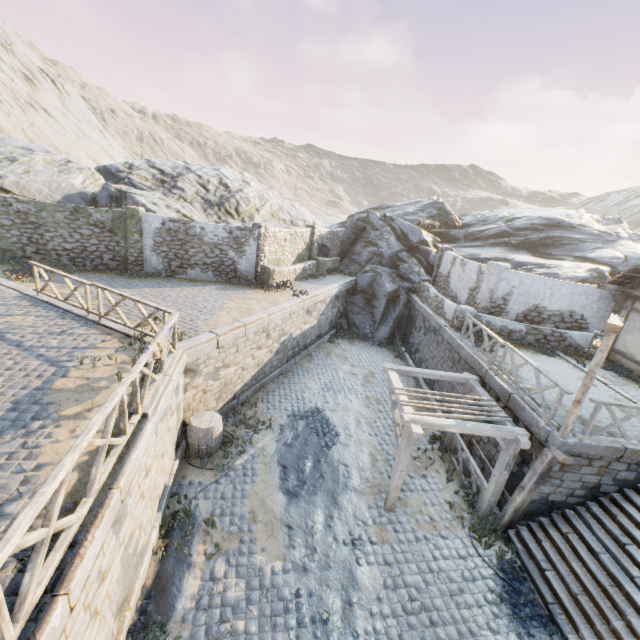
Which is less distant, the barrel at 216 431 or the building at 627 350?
the barrel at 216 431

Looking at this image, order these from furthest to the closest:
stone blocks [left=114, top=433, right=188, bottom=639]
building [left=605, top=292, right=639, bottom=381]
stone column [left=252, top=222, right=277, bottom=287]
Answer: A:
1. stone column [left=252, top=222, right=277, bottom=287]
2. building [left=605, top=292, right=639, bottom=381]
3. stone blocks [left=114, top=433, right=188, bottom=639]

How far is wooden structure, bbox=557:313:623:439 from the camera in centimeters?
686cm

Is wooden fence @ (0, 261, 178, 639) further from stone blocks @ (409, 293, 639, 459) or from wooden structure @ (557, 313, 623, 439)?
wooden structure @ (557, 313, 623, 439)

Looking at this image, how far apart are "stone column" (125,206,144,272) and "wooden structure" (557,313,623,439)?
17.7 meters

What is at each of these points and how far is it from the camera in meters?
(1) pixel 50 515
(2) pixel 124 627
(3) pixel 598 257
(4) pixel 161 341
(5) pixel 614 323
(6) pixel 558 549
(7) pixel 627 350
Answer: (1) wooden fence, 3.6
(2) stone blocks, 5.7
(3) rock, 22.0
(4) fabric, 7.2
(5) wooden structure, 6.9
(6) stairs, 8.0
(7) building, 12.5

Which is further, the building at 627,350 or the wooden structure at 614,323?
the building at 627,350

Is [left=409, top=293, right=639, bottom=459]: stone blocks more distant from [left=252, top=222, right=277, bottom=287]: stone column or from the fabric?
[left=252, top=222, right=277, bottom=287]: stone column
